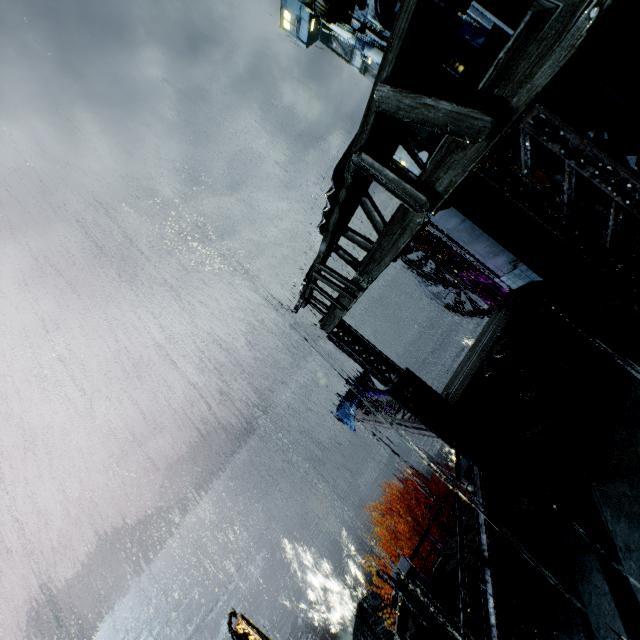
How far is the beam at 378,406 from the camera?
11.65m

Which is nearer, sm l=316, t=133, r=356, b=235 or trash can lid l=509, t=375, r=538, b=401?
sm l=316, t=133, r=356, b=235

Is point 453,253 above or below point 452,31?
below

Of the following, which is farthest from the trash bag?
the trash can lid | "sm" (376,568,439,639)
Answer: "sm" (376,568,439,639)

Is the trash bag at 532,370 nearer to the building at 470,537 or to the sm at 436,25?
the building at 470,537

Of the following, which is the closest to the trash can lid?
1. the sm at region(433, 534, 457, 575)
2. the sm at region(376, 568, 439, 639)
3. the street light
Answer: the sm at region(433, 534, 457, 575)

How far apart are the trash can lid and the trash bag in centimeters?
1cm

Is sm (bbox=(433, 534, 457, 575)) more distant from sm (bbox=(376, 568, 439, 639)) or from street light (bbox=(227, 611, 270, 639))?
street light (bbox=(227, 611, 270, 639))
